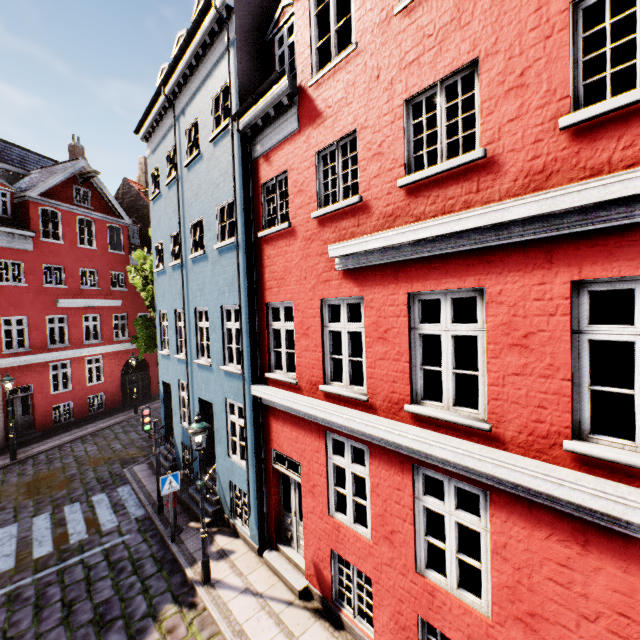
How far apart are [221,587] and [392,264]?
8.14m

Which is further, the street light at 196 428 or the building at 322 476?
the street light at 196 428

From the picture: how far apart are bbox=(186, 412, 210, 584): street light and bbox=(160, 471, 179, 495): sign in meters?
1.8

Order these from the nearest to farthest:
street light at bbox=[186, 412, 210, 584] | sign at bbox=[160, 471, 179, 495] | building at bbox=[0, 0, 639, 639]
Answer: building at bbox=[0, 0, 639, 639]
street light at bbox=[186, 412, 210, 584]
sign at bbox=[160, 471, 179, 495]

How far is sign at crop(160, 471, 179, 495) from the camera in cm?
862

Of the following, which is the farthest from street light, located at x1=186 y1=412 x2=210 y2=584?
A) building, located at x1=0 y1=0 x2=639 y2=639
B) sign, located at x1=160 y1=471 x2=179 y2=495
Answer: sign, located at x1=160 y1=471 x2=179 y2=495

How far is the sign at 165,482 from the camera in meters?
8.6 m

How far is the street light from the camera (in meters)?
7.28
